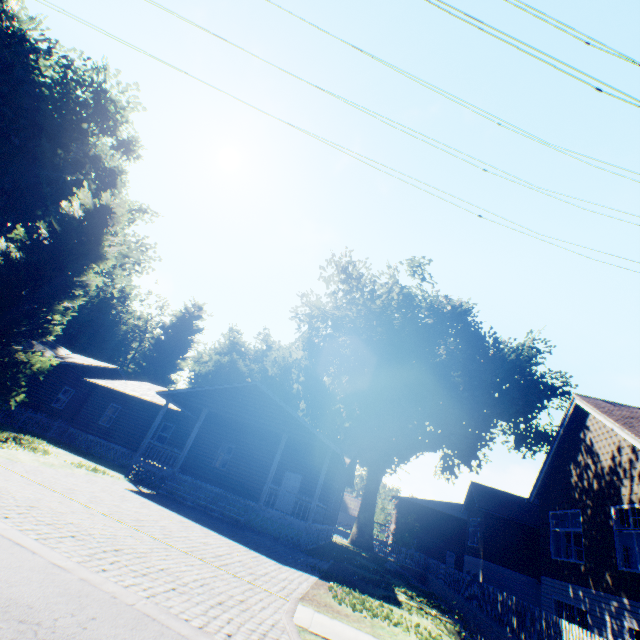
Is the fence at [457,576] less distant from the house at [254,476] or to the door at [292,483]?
the house at [254,476]

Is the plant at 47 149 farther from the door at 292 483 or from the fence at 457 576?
the door at 292 483

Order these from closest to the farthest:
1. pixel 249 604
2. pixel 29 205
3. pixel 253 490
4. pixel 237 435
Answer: pixel 249 604
pixel 253 490
pixel 237 435
pixel 29 205

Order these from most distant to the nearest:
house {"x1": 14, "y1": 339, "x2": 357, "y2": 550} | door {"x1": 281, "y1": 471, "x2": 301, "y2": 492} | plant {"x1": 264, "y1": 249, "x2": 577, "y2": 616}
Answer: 1. plant {"x1": 264, "y1": 249, "x2": 577, "y2": 616}
2. door {"x1": 281, "y1": 471, "x2": 301, "y2": 492}
3. house {"x1": 14, "y1": 339, "x2": 357, "y2": 550}

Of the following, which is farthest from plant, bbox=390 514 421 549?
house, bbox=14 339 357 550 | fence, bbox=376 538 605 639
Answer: house, bbox=14 339 357 550

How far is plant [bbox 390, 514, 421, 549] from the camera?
39.9 meters

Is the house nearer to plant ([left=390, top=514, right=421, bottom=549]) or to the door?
the door

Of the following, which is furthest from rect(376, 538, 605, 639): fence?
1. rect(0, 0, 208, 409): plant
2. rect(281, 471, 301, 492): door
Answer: rect(281, 471, 301, 492): door
